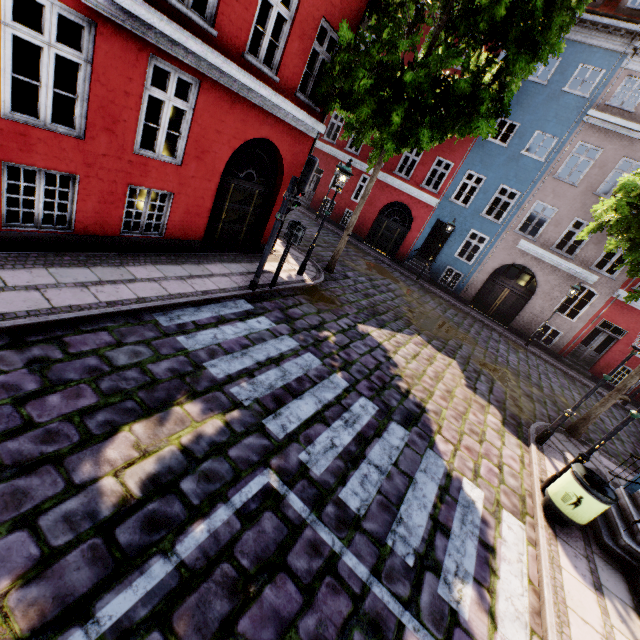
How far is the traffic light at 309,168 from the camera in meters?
6.9 m

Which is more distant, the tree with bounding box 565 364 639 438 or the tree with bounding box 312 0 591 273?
the tree with bounding box 565 364 639 438

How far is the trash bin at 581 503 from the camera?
5.4 meters

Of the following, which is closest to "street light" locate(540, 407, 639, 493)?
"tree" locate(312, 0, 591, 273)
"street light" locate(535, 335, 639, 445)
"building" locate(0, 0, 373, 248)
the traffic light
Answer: "building" locate(0, 0, 373, 248)

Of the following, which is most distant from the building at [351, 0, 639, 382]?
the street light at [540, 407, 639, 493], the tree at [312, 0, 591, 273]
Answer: the tree at [312, 0, 591, 273]

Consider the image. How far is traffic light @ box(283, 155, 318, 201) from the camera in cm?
690

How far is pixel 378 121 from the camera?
8.72m

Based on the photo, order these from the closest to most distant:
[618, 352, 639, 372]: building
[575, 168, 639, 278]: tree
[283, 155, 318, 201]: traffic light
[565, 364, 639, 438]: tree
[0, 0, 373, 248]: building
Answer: [0, 0, 373, 248]: building
[283, 155, 318, 201]: traffic light
[575, 168, 639, 278]: tree
[565, 364, 639, 438]: tree
[618, 352, 639, 372]: building
